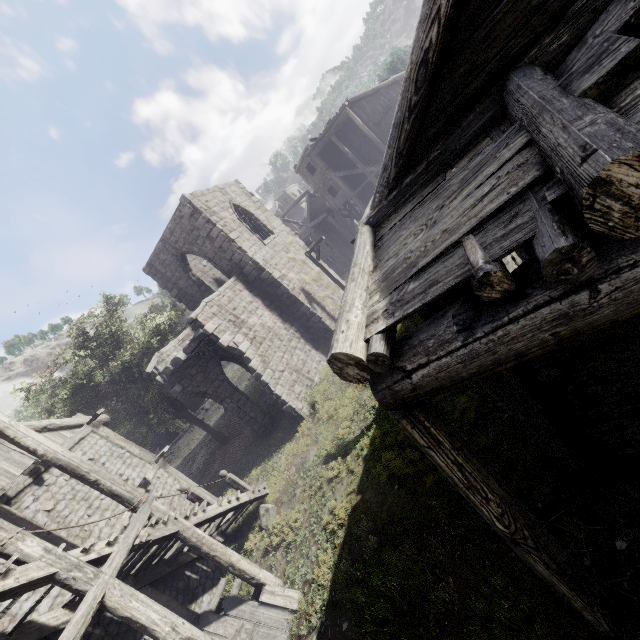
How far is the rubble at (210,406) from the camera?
29.34m

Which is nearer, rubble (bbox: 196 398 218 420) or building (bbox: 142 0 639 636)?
building (bbox: 142 0 639 636)

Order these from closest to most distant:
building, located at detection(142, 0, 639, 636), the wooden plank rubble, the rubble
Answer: building, located at detection(142, 0, 639, 636)
the wooden plank rubble
the rubble

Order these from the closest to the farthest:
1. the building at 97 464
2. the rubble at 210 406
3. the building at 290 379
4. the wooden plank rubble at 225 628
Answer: the building at 290 379 → the building at 97 464 → the wooden plank rubble at 225 628 → the rubble at 210 406

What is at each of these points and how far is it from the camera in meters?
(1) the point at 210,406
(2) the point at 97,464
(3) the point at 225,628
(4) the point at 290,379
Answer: (1) rubble, 29.8
(2) building, 11.0
(3) wooden plank rubble, 8.4
(4) building, 15.6

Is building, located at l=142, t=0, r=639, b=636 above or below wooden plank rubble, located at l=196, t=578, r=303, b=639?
above

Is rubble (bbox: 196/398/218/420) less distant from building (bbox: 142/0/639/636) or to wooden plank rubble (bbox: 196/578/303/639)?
building (bbox: 142/0/639/636)
